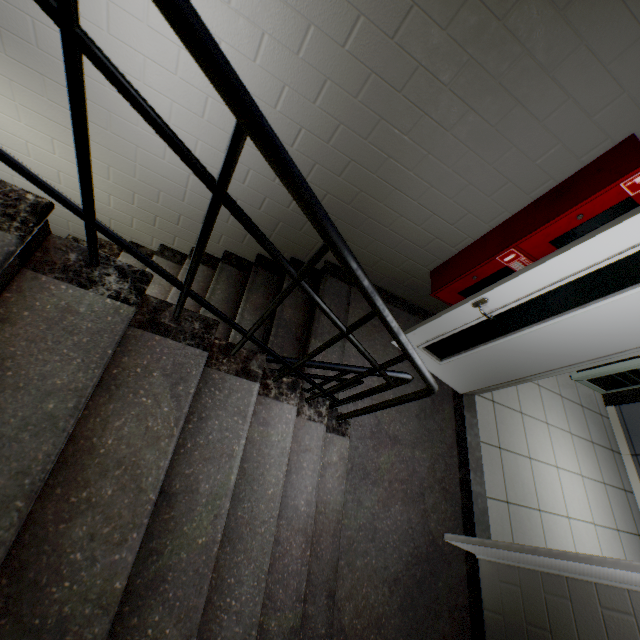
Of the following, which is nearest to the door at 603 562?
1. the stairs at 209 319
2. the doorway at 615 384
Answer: the stairs at 209 319

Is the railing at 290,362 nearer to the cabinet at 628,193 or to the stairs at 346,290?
the stairs at 346,290

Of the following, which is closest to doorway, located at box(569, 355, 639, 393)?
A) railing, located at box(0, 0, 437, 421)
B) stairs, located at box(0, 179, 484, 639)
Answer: stairs, located at box(0, 179, 484, 639)

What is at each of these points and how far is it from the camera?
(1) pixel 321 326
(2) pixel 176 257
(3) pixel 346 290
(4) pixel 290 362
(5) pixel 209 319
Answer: (1) stairs, 2.8 meters
(2) stairs, 3.4 meters
(3) stairs, 3.2 meters
(4) railing, 1.8 meters
(5) stairs, 1.4 meters

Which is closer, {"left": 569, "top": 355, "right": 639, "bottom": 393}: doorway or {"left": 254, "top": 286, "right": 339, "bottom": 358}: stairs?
{"left": 254, "top": 286, "right": 339, "bottom": 358}: stairs

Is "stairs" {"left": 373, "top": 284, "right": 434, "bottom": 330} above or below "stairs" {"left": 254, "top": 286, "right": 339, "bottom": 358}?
above

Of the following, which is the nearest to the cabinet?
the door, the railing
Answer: the door

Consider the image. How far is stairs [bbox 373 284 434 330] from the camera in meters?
3.4 m
